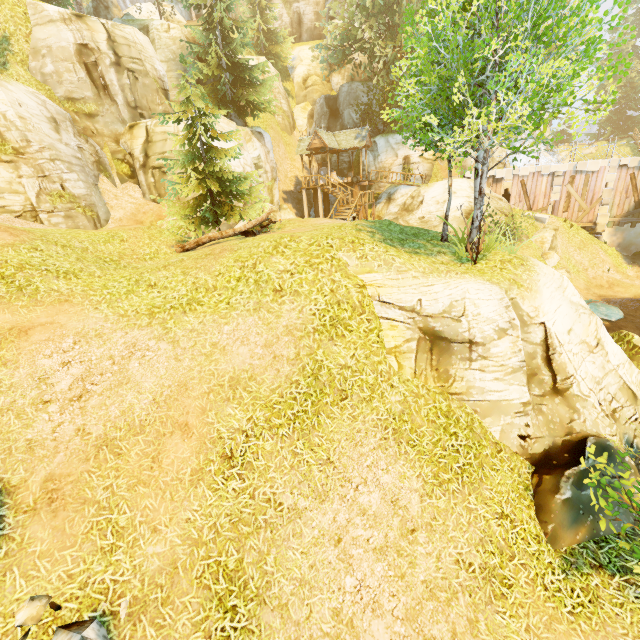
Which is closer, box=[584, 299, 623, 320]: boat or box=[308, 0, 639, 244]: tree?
box=[308, 0, 639, 244]: tree

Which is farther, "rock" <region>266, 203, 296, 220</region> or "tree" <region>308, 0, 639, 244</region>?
"rock" <region>266, 203, 296, 220</region>

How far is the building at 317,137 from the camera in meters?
27.9

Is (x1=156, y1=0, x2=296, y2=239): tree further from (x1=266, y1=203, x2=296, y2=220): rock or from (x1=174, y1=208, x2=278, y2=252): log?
(x1=266, y1=203, x2=296, y2=220): rock

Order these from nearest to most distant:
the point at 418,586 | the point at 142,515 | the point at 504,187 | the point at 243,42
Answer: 1. the point at 142,515
2. the point at 418,586
3. the point at 243,42
4. the point at 504,187

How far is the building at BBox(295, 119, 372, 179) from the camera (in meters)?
27.92

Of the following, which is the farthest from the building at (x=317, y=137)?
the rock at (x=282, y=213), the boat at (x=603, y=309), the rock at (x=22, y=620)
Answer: the rock at (x=22, y=620)

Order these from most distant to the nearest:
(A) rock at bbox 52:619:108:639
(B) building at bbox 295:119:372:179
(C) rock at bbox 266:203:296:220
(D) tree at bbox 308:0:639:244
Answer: (B) building at bbox 295:119:372:179 → (C) rock at bbox 266:203:296:220 → (D) tree at bbox 308:0:639:244 → (A) rock at bbox 52:619:108:639
